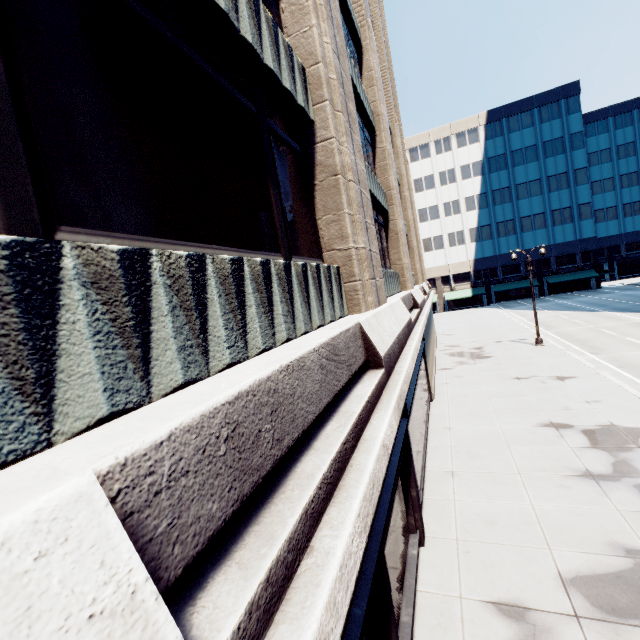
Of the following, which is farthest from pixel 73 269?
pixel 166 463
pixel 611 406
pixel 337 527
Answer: pixel 611 406
